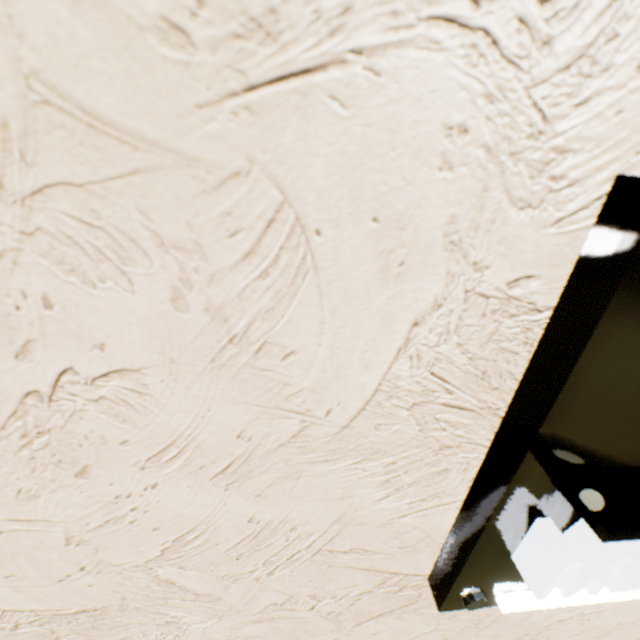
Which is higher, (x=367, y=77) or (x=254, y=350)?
(x=367, y=77)
